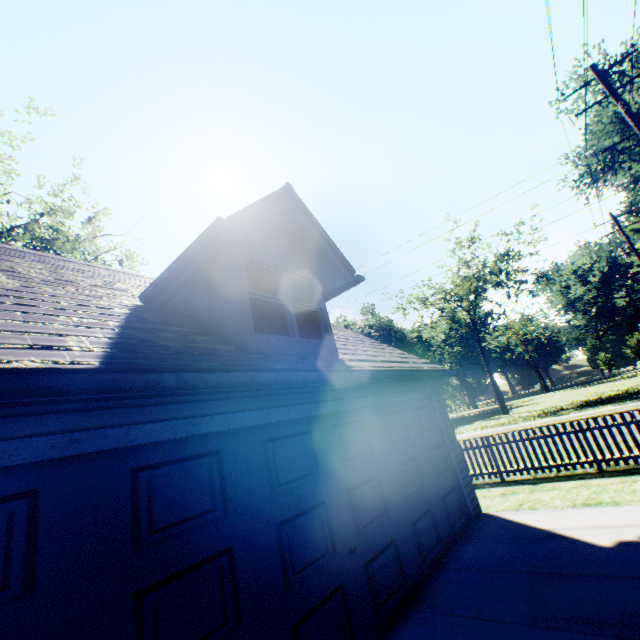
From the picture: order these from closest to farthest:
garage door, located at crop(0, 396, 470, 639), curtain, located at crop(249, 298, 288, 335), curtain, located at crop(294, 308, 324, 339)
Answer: garage door, located at crop(0, 396, 470, 639), curtain, located at crop(249, 298, 288, 335), curtain, located at crop(294, 308, 324, 339)

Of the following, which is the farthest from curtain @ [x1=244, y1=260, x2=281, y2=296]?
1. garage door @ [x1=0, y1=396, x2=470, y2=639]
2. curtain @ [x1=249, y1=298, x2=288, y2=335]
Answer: garage door @ [x1=0, y1=396, x2=470, y2=639]

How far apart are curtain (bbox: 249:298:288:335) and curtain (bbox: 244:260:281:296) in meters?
0.1

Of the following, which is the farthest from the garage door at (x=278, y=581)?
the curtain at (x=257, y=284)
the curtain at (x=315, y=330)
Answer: the curtain at (x=257, y=284)

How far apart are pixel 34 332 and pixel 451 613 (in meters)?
5.90

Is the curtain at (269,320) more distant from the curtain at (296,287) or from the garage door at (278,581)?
the garage door at (278,581)

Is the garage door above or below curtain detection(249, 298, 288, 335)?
below

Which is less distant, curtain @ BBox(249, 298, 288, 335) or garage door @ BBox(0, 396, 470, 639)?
garage door @ BBox(0, 396, 470, 639)
